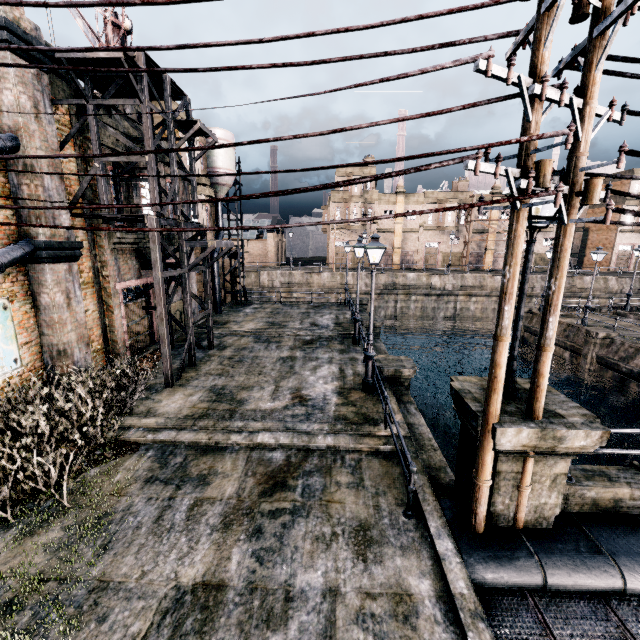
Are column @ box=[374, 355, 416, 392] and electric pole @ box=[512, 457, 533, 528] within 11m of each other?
yes

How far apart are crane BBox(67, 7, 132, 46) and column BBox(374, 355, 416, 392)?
15.2 meters

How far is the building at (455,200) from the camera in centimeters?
5172cm

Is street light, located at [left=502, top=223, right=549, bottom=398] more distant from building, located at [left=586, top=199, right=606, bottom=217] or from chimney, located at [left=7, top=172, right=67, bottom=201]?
building, located at [left=586, top=199, right=606, bottom=217]

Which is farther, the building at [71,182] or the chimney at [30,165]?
the building at [71,182]

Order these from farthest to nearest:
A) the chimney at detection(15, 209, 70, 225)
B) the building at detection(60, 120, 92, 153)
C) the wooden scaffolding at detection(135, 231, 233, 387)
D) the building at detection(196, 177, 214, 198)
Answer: the building at detection(196, 177, 214, 198) → the building at detection(60, 120, 92, 153) → the wooden scaffolding at detection(135, 231, 233, 387) → the chimney at detection(15, 209, 70, 225)

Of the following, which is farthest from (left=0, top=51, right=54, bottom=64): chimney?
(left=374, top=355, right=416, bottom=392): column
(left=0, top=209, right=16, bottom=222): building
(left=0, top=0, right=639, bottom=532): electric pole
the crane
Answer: (left=374, top=355, right=416, bottom=392): column

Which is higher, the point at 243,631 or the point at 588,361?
the point at 243,631
